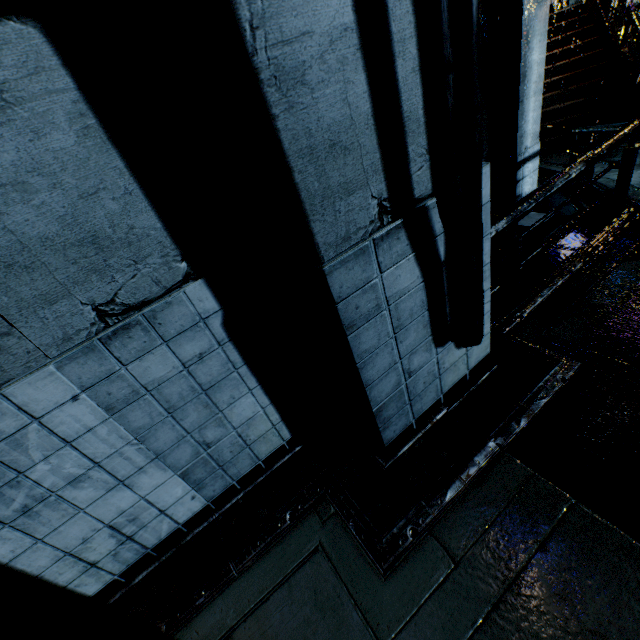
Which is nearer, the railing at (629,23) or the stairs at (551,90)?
the railing at (629,23)

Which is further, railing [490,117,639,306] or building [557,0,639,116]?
building [557,0,639,116]

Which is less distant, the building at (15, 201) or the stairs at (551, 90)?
the building at (15, 201)

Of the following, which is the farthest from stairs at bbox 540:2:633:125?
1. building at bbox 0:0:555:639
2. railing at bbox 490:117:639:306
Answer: railing at bbox 490:117:639:306

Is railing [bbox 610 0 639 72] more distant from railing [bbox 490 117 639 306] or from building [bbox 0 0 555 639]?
railing [bbox 490 117 639 306]

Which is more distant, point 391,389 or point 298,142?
point 391,389

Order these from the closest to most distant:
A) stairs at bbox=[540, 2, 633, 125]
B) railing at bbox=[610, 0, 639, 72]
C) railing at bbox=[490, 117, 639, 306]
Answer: railing at bbox=[490, 117, 639, 306]
railing at bbox=[610, 0, 639, 72]
stairs at bbox=[540, 2, 633, 125]

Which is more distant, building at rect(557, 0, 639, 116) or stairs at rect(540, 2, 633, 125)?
stairs at rect(540, 2, 633, 125)
